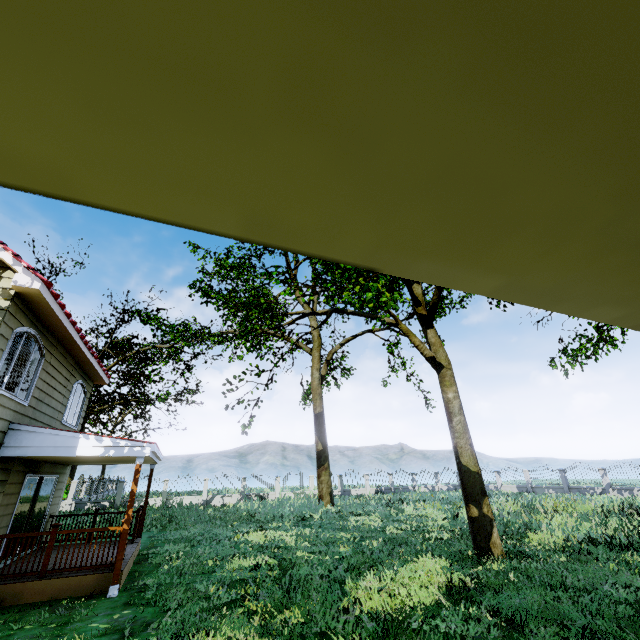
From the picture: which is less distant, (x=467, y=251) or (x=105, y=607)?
(x=467, y=251)

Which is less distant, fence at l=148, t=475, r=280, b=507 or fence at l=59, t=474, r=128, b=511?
fence at l=59, t=474, r=128, b=511

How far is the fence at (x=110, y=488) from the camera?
24.2m

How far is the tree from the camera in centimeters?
991cm

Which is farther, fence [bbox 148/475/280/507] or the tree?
fence [bbox 148/475/280/507]

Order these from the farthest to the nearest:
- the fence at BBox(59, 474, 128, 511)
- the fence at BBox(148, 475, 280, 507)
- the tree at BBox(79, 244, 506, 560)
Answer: the fence at BBox(148, 475, 280, 507), the fence at BBox(59, 474, 128, 511), the tree at BBox(79, 244, 506, 560)

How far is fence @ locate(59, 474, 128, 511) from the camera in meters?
24.2
